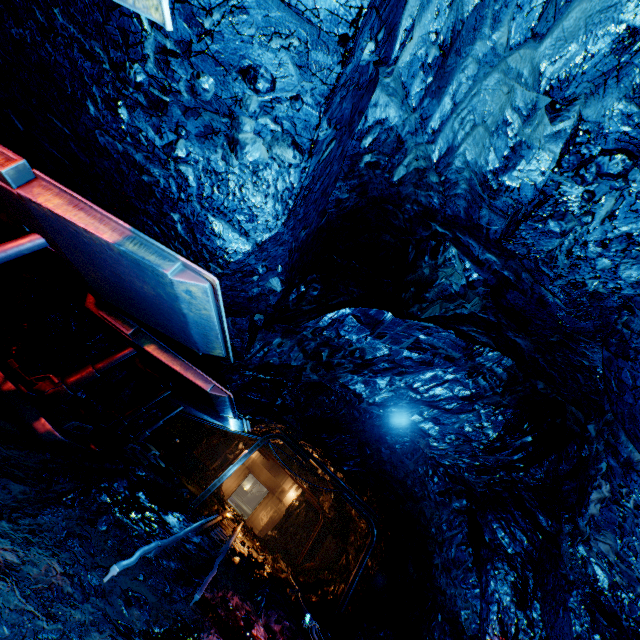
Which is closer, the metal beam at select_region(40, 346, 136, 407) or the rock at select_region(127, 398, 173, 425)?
the metal beam at select_region(40, 346, 136, 407)

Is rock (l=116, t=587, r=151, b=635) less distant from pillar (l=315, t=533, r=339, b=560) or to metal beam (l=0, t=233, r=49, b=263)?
pillar (l=315, t=533, r=339, b=560)

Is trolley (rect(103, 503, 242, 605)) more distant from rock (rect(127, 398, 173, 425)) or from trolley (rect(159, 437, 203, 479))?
trolley (rect(159, 437, 203, 479))

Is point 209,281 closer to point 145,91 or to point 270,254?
point 270,254

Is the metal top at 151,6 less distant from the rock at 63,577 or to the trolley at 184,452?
the rock at 63,577

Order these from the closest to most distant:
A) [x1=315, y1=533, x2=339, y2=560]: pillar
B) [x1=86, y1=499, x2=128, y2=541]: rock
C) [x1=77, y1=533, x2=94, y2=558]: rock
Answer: [x1=77, y1=533, x2=94, y2=558]: rock → [x1=86, y1=499, x2=128, y2=541]: rock → [x1=315, y1=533, x2=339, y2=560]: pillar

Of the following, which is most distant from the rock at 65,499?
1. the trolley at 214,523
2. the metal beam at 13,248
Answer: the metal beam at 13,248

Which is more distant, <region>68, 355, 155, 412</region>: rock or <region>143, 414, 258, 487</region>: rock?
<region>143, 414, 258, 487</region>: rock
